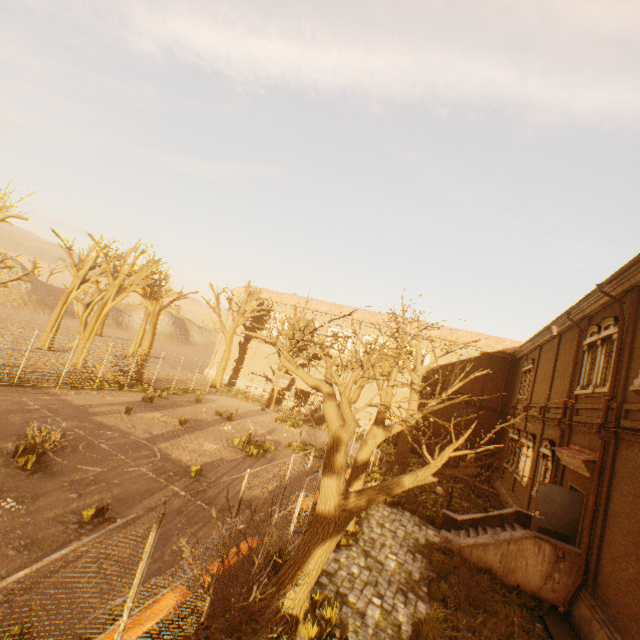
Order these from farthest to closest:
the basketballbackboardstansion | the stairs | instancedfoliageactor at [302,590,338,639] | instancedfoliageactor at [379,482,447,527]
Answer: the basketballbackboardstansion → instancedfoliageactor at [379,482,447,527] → the stairs → instancedfoliageactor at [302,590,338,639]

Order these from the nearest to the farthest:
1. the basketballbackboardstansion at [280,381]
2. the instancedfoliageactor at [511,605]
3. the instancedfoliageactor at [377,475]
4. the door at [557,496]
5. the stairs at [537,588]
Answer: the instancedfoliageactor at [511,605] → the stairs at [537,588] → the door at [557,496] → the instancedfoliageactor at [377,475] → the basketballbackboardstansion at [280,381]

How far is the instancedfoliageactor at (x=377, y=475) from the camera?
16.8m

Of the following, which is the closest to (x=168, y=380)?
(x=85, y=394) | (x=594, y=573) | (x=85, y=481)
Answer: (x=85, y=394)

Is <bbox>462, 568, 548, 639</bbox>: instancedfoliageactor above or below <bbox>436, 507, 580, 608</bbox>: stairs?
below

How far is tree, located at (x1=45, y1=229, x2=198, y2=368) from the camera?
24.0m

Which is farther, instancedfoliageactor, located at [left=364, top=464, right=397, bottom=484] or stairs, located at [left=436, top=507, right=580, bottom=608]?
instancedfoliageactor, located at [left=364, top=464, right=397, bottom=484]

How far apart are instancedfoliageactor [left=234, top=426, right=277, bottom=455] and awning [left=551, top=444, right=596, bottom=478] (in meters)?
13.09
